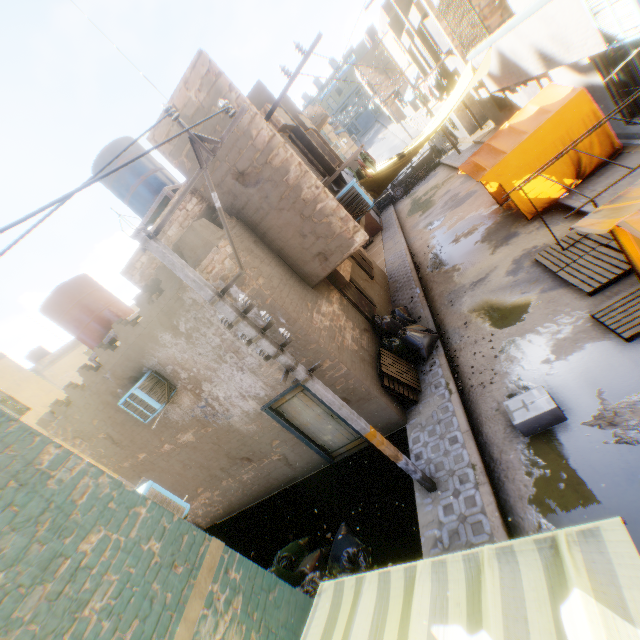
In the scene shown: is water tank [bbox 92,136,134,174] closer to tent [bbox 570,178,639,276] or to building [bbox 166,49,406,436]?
building [bbox 166,49,406,436]

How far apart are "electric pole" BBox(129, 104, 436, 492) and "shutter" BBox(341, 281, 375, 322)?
3.19m

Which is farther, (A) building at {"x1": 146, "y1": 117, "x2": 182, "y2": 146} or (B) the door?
(B) the door

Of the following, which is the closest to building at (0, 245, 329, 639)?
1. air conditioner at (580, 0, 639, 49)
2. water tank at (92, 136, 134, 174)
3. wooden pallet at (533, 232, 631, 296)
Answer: air conditioner at (580, 0, 639, 49)

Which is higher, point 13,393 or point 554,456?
point 13,393

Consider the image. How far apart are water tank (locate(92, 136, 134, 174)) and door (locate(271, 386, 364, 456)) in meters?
6.5 m

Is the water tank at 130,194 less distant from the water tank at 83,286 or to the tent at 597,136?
the water tank at 83,286

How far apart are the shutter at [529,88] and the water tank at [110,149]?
14.0m
